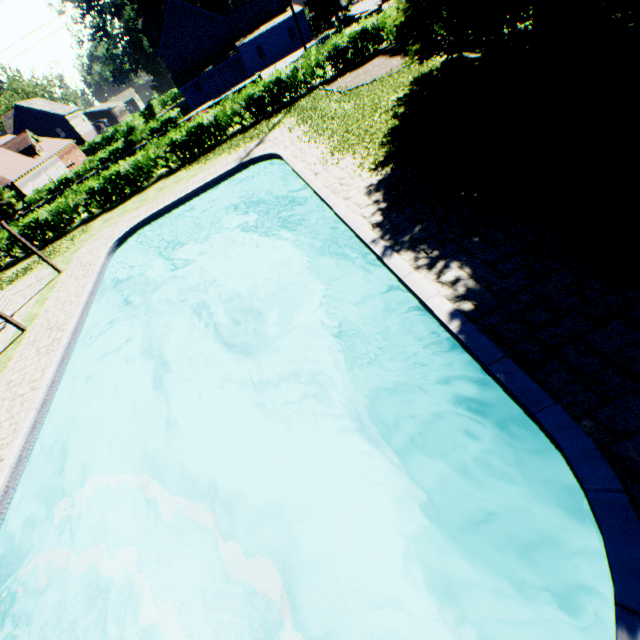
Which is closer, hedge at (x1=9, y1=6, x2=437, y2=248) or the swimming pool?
the swimming pool

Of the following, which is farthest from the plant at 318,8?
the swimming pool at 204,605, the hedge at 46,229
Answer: the swimming pool at 204,605

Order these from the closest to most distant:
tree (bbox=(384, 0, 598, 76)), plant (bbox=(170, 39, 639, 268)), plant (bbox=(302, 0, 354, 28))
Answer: plant (bbox=(170, 39, 639, 268)) → tree (bbox=(384, 0, 598, 76)) → plant (bbox=(302, 0, 354, 28))

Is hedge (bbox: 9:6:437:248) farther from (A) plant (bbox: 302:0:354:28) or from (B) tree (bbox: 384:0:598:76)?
(A) plant (bbox: 302:0:354:28)

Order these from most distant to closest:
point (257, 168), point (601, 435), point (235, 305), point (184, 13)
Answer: point (184, 13), point (257, 168), point (235, 305), point (601, 435)

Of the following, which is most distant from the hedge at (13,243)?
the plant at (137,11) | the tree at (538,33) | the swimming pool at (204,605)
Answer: the swimming pool at (204,605)

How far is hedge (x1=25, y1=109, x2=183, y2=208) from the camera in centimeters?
3456cm
